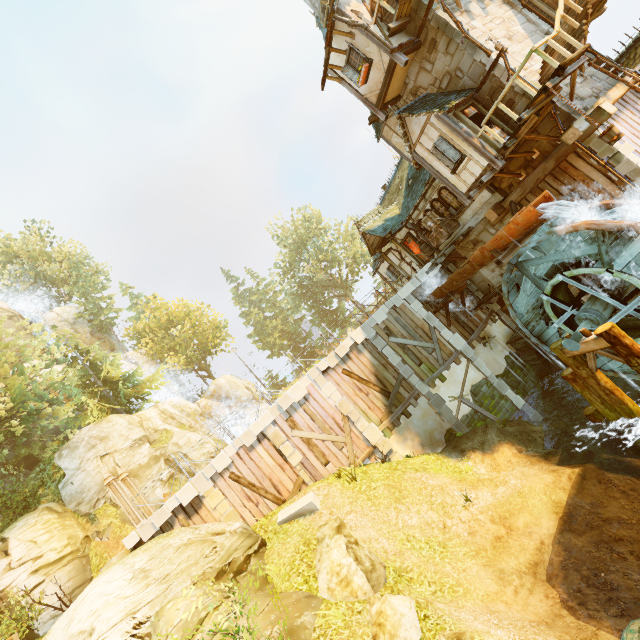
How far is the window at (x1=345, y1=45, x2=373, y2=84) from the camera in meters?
13.2 m

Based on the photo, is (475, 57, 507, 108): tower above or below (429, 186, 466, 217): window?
above

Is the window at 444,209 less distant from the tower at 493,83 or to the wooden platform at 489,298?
the tower at 493,83

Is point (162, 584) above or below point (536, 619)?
above

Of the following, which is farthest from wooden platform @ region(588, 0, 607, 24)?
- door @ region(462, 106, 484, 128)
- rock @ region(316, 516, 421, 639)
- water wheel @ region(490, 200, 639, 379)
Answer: rock @ region(316, 516, 421, 639)

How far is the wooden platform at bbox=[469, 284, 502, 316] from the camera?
16.0 meters

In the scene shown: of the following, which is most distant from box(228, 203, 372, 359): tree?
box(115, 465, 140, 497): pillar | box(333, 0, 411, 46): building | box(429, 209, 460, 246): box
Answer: box(115, 465, 140, 497): pillar

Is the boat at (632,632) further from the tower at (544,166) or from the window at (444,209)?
the window at (444,209)
